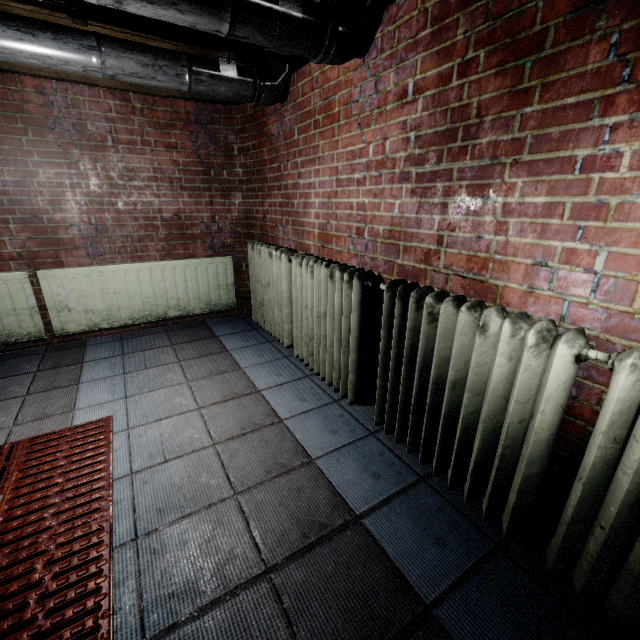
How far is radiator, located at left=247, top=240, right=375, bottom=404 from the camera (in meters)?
1.80

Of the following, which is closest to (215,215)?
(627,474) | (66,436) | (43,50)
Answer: (43,50)

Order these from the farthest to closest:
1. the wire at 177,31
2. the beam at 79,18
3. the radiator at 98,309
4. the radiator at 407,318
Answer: the radiator at 98,309 < the beam at 79,18 < the wire at 177,31 < the radiator at 407,318

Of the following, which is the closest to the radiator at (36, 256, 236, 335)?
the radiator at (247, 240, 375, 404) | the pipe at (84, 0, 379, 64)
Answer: the radiator at (247, 240, 375, 404)

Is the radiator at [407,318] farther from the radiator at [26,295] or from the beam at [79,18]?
the beam at [79,18]

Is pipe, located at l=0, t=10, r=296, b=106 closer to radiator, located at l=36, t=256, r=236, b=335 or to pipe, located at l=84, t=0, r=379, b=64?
pipe, located at l=84, t=0, r=379, b=64

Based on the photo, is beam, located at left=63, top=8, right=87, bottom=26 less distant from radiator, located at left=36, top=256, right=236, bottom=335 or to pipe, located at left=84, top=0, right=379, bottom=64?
pipe, located at left=84, top=0, right=379, bottom=64
